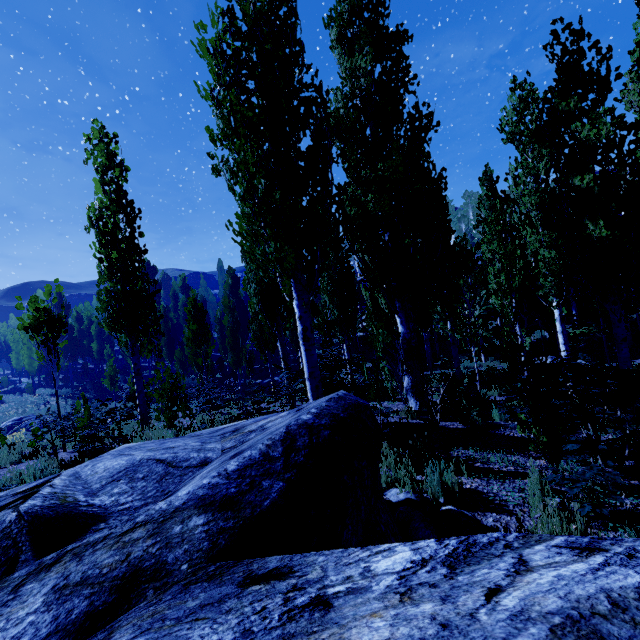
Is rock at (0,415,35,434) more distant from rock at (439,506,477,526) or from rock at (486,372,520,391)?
rock at (486,372,520,391)

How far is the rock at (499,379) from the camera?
12.5m

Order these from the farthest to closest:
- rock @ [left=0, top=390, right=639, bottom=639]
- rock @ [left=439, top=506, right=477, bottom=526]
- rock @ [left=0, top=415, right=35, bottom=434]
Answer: rock @ [left=0, top=415, right=35, bottom=434] < rock @ [left=439, top=506, right=477, bottom=526] < rock @ [left=0, top=390, right=639, bottom=639]

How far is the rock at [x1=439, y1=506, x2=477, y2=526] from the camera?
3.58m

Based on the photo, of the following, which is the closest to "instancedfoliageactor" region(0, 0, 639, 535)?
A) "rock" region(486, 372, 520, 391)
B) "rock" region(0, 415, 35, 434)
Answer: "rock" region(0, 415, 35, 434)

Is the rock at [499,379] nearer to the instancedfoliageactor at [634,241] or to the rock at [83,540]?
the instancedfoliageactor at [634,241]

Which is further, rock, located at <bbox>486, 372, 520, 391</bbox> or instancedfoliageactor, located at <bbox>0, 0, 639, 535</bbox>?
rock, located at <bbox>486, 372, 520, 391</bbox>

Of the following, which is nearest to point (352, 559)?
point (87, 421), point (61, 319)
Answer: point (87, 421)
